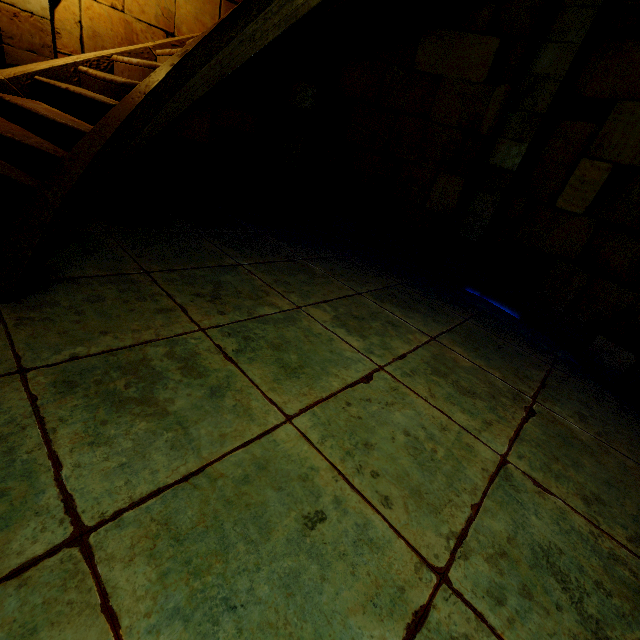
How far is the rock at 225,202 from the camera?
5.9m

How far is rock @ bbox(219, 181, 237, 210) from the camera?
5.9 meters

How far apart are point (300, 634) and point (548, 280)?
5.07m
